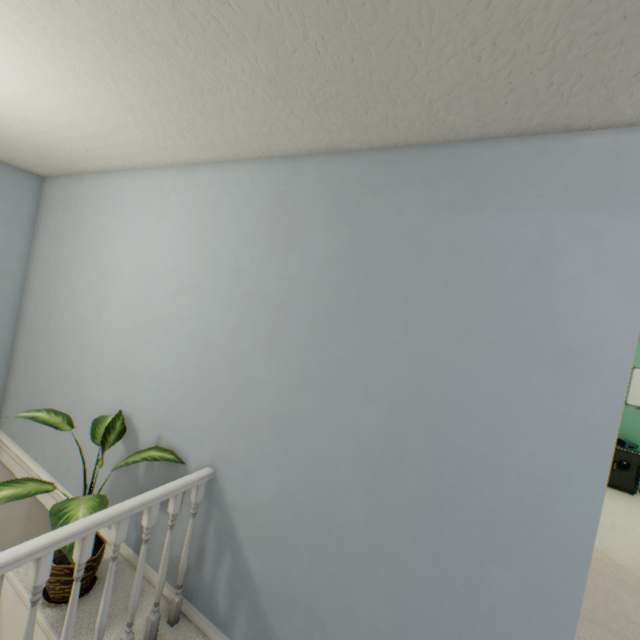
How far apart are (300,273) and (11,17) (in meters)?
1.30

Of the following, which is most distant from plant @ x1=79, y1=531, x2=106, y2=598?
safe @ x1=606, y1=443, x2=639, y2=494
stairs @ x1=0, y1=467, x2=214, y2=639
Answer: safe @ x1=606, y1=443, x2=639, y2=494

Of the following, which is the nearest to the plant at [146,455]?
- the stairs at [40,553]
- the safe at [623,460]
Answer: the stairs at [40,553]

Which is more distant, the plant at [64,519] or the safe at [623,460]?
Result: the safe at [623,460]

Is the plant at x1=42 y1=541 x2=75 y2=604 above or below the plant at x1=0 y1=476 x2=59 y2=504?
below

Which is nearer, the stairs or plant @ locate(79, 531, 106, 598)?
the stairs

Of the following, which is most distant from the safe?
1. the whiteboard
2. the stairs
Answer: the stairs
